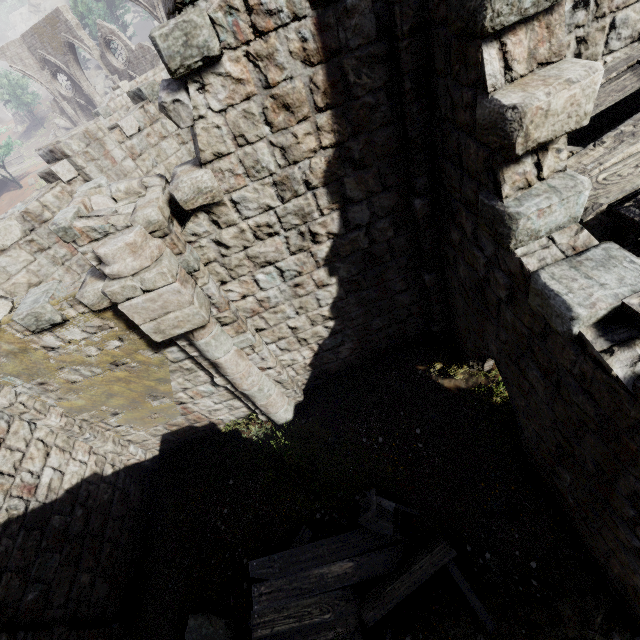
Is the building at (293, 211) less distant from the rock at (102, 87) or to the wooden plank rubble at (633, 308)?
the wooden plank rubble at (633, 308)

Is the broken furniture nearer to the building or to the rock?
the building

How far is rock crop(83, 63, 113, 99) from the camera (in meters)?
45.91

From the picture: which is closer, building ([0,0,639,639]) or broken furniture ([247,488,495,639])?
building ([0,0,639,639])

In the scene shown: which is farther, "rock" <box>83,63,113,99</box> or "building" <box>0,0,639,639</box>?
"rock" <box>83,63,113,99</box>

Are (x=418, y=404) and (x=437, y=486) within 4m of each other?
yes

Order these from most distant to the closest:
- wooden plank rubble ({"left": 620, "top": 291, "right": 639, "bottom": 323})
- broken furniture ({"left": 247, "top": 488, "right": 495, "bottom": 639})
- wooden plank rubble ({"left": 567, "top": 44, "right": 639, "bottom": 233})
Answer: broken furniture ({"left": 247, "top": 488, "right": 495, "bottom": 639}) → wooden plank rubble ({"left": 567, "top": 44, "right": 639, "bottom": 233}) → wooden plank rubble ({"left": 620, "top": 291, "right": 639, "bottom": 323})
